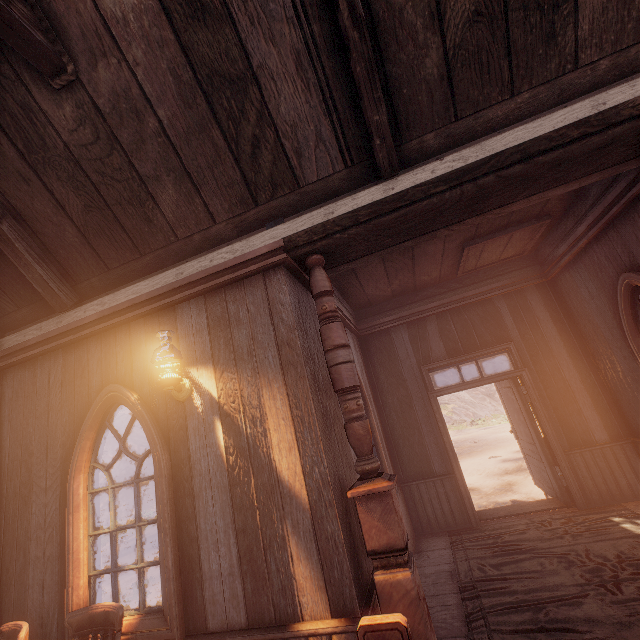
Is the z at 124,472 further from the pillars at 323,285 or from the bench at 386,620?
the bench at 386,620

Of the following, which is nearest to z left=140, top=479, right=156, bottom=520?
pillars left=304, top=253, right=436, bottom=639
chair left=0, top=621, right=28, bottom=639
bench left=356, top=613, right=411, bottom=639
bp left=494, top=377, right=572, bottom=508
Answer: bp left=494, top=377, right=572, bottom=508

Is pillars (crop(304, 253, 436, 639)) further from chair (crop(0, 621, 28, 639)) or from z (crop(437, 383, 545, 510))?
z (crop(437, 383, 545, 510))

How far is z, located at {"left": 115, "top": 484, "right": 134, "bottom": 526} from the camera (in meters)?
20.96

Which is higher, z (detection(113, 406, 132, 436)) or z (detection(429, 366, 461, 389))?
z (detection(113, 406, 132, 436))

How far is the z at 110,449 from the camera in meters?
26.3 m

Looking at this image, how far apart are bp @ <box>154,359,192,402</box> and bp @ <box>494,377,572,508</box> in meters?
5.6 m

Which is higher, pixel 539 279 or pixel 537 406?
pixel 539 279
